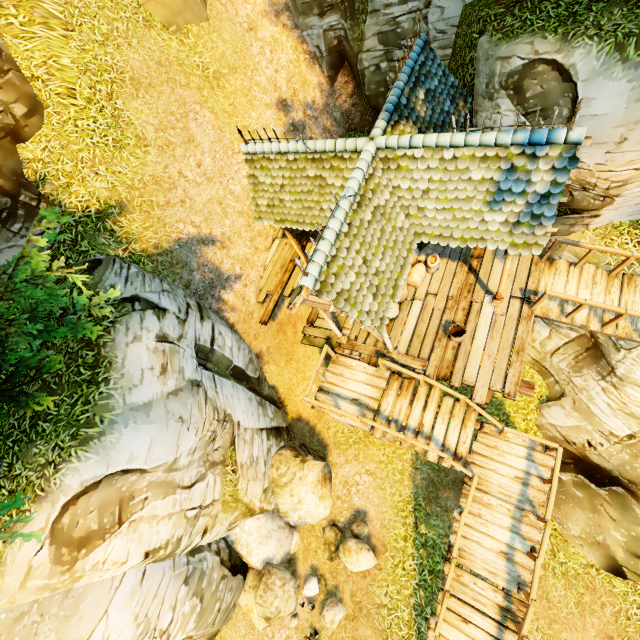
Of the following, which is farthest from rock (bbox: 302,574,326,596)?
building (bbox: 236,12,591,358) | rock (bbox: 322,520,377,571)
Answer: building (bbox: 236,12,591,358)

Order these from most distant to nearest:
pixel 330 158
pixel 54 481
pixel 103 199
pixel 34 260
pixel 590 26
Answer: pixel 103 199 → pixel 330 158 → pixel 590 26 → pixel 54 481 → pixel 34 260

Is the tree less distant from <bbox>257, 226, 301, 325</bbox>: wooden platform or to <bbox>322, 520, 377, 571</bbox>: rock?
<bbox>257, 226, 301, 325</bbox>: wooden platform

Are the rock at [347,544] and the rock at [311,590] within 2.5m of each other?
yes

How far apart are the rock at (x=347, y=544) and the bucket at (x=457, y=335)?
6.79m

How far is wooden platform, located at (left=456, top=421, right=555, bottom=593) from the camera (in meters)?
7.73

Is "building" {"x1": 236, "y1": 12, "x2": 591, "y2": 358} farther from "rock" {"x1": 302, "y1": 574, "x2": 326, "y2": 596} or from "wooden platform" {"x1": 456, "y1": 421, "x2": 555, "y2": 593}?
"rock" {"x1": 302, "y1": 574, "x2": 326, "y2": 596}

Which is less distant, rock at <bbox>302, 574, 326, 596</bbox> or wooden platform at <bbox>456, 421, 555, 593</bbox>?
wooden platform at <bbox>456, 421, 555, 593</bbox>
